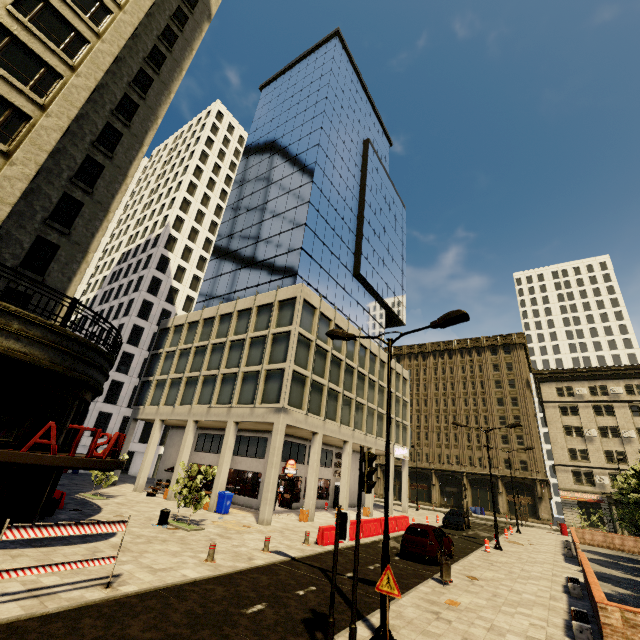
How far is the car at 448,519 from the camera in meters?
28.0

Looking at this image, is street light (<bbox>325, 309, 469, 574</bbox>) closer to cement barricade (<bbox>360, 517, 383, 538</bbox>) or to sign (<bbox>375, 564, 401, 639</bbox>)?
sign (<bbox>375, 564, 401, 639</bbox>)

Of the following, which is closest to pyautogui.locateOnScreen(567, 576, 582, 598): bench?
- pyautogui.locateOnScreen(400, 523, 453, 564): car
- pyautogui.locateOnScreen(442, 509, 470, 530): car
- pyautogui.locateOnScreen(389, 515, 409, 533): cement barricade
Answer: pyautogui.locateOnScreen(400, 523, 453, 564): car

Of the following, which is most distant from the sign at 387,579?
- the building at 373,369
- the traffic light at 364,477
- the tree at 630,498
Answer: the building at 373,369

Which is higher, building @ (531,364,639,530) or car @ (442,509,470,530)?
building @ (531,364,639,530)

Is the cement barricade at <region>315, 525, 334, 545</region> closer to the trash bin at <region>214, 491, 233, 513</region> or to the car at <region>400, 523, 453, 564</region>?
the car at <region>400, 523, 453, 564</region>

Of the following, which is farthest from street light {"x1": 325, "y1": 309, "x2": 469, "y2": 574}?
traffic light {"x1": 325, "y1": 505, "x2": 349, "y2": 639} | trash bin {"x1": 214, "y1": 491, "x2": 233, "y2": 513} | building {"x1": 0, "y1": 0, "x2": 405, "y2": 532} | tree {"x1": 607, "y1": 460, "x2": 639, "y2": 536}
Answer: trash bin {"x1": 214, "y1": 491, "x2": 233, "y2": 513}

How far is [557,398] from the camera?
49.56m
